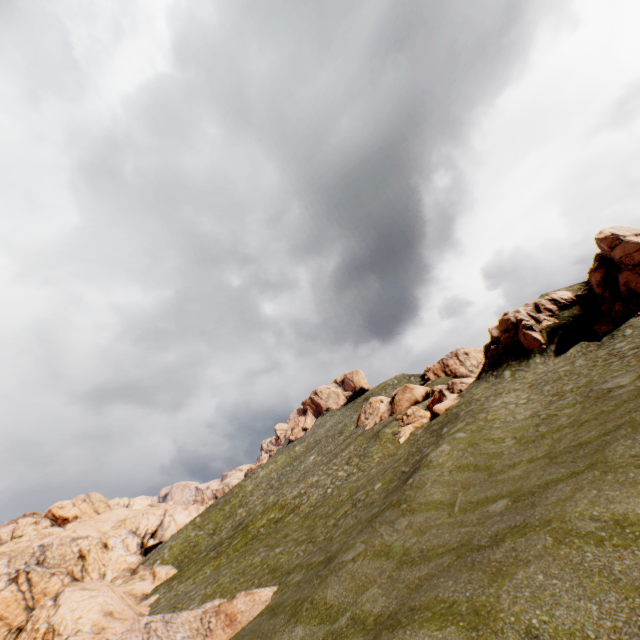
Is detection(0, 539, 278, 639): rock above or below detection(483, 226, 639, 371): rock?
below

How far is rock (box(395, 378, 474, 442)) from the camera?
33.56m

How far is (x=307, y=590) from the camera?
13.11m

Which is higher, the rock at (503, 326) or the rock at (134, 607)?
the rock at (503, 326)

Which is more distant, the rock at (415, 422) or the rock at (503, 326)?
the rock at (415, 422)

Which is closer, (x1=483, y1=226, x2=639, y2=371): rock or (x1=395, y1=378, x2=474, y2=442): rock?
(x1=483, y1=226, x2=639, y2=371): rock

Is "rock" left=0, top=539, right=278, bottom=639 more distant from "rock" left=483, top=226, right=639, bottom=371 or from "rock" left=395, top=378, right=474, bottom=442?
"rock" left=395, top=378, right=474, bottom=442
